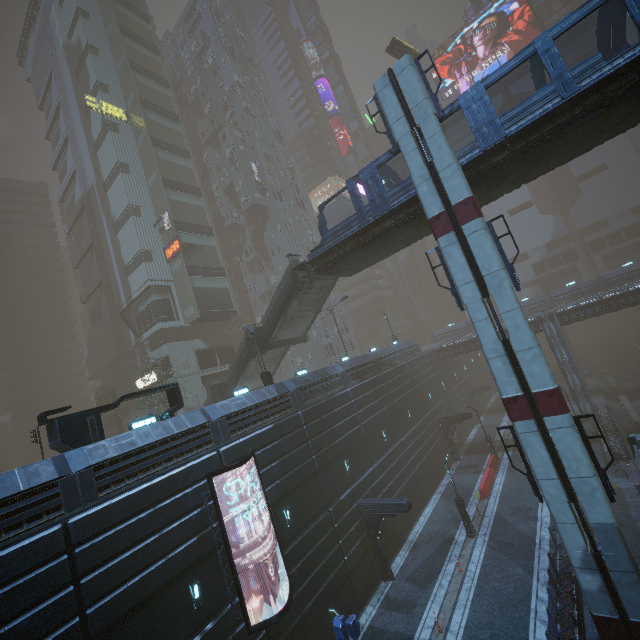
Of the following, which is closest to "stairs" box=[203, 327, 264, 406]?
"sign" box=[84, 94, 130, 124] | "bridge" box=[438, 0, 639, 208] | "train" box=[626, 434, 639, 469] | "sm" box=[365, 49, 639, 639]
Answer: "bridge" box=[438, 0, 639, 208]

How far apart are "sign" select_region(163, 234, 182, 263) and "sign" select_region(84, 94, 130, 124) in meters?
17.8

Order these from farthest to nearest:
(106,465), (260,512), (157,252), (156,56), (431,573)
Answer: (156,56) → (157,252) → (431,573) → (260,512) → (106,465)

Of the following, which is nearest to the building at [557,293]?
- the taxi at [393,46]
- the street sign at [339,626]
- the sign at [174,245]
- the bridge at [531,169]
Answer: the sign at [174,245]

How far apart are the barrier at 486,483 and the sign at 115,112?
57.3m

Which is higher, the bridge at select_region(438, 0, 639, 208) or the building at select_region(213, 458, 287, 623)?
the bridge at select_region(438, 0, 639, 208)

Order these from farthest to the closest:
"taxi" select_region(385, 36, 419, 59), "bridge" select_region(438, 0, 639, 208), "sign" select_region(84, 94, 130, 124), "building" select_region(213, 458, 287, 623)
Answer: "sign" select_region(84, 94, 130, 124) < "taxi" select_region(385, 36, 419, 59) < "building" select_region(213, 458, 287, 623) < "bridge" select_region(438, 0, 639, 208)

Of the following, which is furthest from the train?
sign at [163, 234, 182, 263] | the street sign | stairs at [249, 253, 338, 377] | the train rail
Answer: sign at [163, 234, 182, 263]
